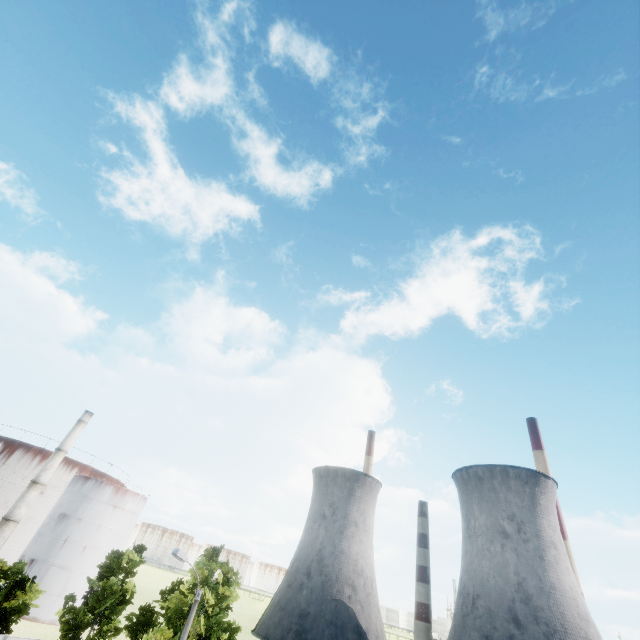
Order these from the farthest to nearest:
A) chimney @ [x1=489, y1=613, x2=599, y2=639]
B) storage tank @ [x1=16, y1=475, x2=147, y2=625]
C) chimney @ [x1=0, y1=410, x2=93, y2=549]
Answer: chimney @ [x1=489, y1=613, x2=599, y2=639]
storage tank @ [x1=16, y1=475, x2=147, y2=625]
chimney @ [x1=0, y1=410, x2=93, y2=549]

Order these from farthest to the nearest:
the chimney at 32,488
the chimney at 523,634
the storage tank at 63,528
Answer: the chimney at 523,634
the storage tank at 63,528
the chimney at 32,488

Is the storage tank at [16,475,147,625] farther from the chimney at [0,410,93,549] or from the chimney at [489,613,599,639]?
the chimney at [489,613,599,639]

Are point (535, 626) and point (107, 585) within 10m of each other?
no

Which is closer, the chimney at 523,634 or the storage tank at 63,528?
the storage tank at 63,528

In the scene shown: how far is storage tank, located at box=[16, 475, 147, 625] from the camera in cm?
4490

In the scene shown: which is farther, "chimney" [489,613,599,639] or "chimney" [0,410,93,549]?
"chimney" [489,613,599,639]

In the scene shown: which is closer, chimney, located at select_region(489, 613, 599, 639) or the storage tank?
the storage tank
